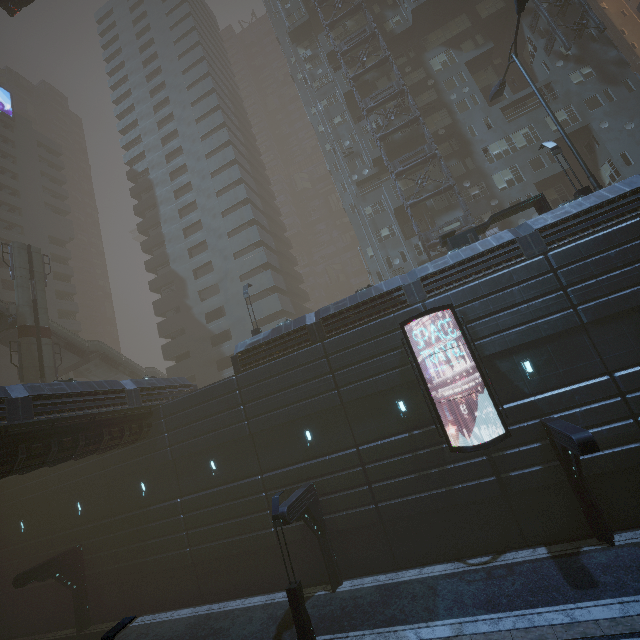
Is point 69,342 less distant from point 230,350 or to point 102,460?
point 102,460

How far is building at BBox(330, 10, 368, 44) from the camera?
35.50m

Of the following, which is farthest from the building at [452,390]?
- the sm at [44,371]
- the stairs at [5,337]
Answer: the stairs at [5,337]

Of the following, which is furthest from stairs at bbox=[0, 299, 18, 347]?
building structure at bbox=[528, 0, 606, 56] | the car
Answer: building structure at bbox=[528, 0, 606, 56]

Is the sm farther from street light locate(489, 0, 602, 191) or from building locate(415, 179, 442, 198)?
street light locate(489, 0, 602, 191)

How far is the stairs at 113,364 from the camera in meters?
31.2

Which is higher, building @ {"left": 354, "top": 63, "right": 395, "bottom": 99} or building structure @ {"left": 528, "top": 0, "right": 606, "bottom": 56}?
building @ {"left": 354, "top": 63, "right": 395, "bottom": 99}

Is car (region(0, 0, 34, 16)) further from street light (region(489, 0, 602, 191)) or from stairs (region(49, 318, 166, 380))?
street light (region(489, 0, 602, 191))
